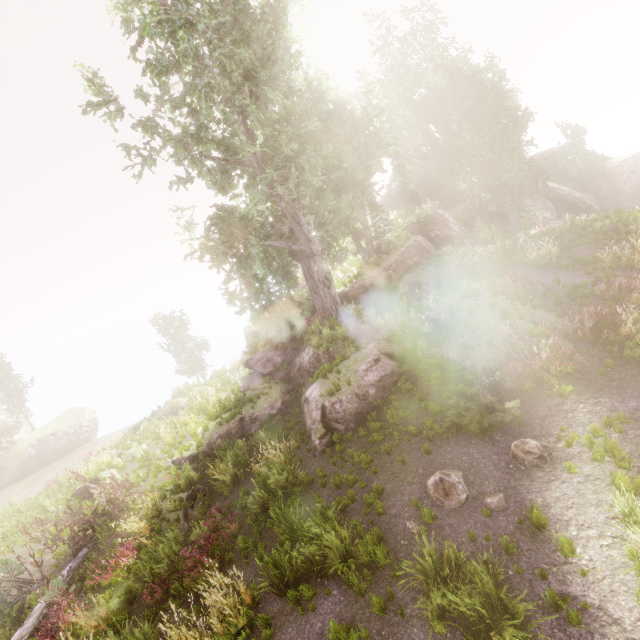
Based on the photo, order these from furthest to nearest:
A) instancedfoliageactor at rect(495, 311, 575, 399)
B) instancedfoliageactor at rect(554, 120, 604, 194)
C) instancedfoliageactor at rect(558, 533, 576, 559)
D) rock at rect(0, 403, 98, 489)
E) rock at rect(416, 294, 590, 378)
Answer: instancedfoliageactor at rect(554, 120, 604, 194) → rock at rect(0, 403, 98, 489) → rock at rect(416, 294, 590, 378) → instancedfoliageactor at rect(495, 311, 575, 399) → instancedfoliageactor at rect(558, 533, 576, 559)

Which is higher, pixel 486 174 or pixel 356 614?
pixel 486 174

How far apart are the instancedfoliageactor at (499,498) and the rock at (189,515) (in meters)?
10.28

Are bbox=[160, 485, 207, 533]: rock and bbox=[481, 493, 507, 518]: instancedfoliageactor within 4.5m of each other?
no

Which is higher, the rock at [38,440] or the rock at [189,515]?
the rock at [38,440]

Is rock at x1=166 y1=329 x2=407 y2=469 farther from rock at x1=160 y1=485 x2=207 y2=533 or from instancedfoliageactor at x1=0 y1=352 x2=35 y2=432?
rock at x1=160 y1=485 x2=207 y2=533

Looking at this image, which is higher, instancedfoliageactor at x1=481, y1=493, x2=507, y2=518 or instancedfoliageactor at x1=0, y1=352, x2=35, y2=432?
instancedfoliageactor at x1=0, y1=352, x2=35, y2=432
